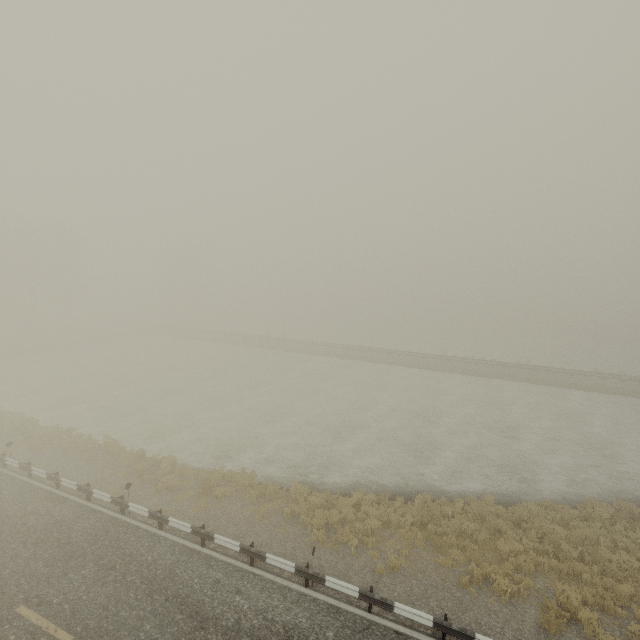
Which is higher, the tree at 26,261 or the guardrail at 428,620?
the tree at 26,261

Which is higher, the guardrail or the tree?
the tree

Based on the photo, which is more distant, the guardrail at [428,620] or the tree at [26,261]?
the tree at [26,261]

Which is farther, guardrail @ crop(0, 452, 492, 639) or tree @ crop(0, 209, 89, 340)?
tree @ crop(0, 209, 89, 340)

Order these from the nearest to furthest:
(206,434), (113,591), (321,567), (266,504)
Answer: (113,591) < (321,567) < (266,504) < (206,434)
